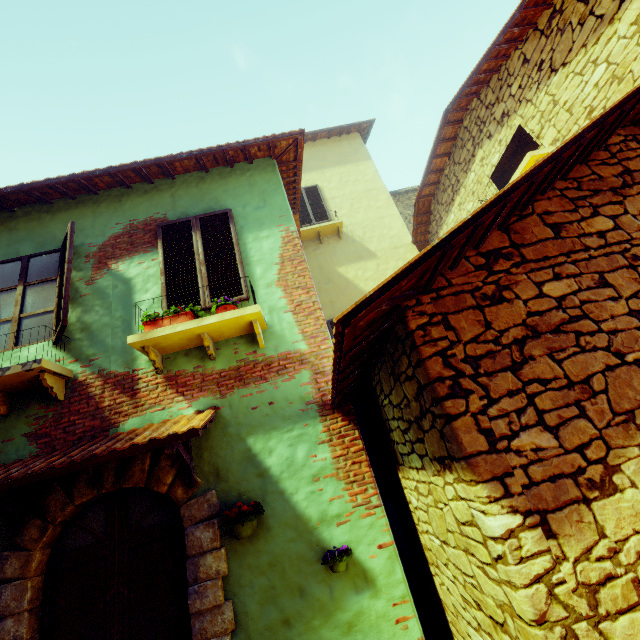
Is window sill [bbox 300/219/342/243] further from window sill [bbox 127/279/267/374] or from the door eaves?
the door eaves

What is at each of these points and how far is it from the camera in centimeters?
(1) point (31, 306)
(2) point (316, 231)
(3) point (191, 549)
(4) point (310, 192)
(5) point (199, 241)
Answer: (1) window, 441cm
(2) window sill, 966cm
(3) stone doorway, 312cm
(4) window, 1068cm
(5) window, 471cm

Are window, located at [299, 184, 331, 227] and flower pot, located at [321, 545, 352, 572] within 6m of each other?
no

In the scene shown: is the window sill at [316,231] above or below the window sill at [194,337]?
above

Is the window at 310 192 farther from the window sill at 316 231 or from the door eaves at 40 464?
the door eaves at 40 464

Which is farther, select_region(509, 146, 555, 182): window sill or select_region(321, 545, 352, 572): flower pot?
select_region(509, 146, 555, 182): window sill

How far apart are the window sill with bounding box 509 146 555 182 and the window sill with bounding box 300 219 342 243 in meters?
4.2 m

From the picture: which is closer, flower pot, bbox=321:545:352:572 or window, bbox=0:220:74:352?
flower pot, bbox=321:545:352:572
